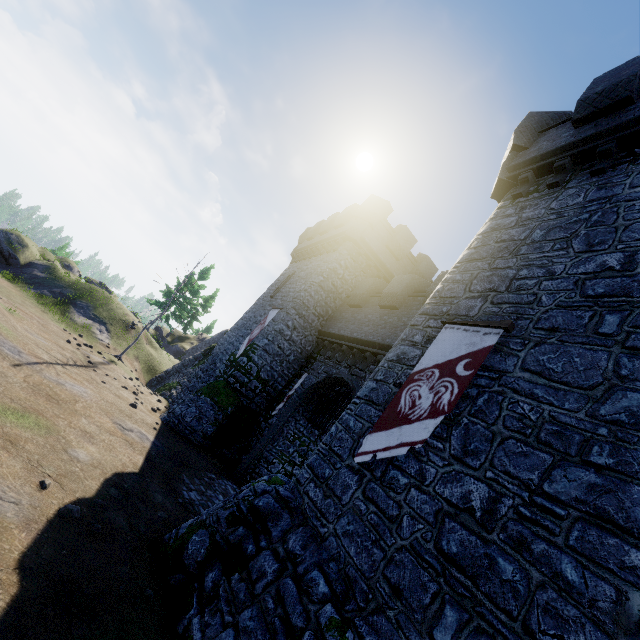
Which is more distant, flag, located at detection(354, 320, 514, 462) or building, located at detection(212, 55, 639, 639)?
flag, located at detection(354, 320, 514, 462)

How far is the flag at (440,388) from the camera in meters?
6.1

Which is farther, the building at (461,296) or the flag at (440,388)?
the flag at (440,388)

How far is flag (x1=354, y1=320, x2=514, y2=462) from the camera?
6.14m

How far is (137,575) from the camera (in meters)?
6.10
